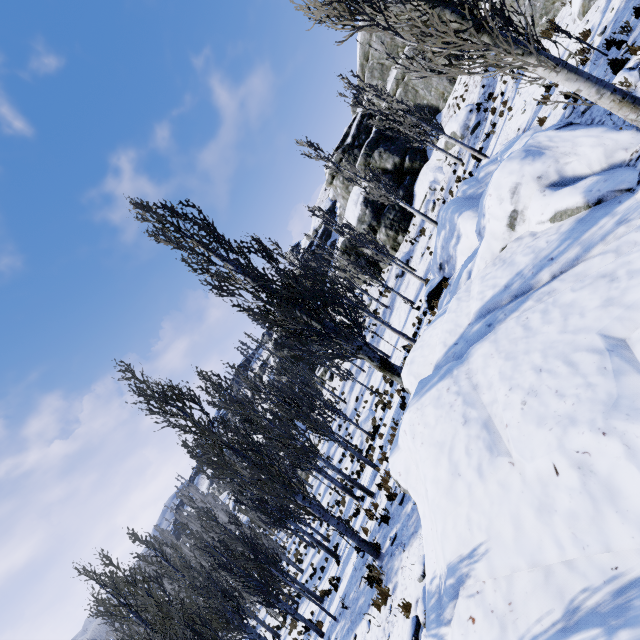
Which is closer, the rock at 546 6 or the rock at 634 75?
the rock at 634 75

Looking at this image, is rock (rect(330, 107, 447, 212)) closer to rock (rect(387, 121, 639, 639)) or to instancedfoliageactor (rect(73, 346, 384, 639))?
instancedfoliageactor (rect(73, 346, 384, 639))

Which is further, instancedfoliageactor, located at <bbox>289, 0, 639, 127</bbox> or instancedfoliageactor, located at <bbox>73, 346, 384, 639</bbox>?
instancedfoliageactor, located at <bbox>73, 346, 384, 639</bbox>

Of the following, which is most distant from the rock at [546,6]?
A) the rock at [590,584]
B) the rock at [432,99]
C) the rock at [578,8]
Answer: the rock at [590,584]

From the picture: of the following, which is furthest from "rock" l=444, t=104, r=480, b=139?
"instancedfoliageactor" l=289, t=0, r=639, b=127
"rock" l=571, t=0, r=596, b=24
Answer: "rock" l=571, t=0, r=596, b=24

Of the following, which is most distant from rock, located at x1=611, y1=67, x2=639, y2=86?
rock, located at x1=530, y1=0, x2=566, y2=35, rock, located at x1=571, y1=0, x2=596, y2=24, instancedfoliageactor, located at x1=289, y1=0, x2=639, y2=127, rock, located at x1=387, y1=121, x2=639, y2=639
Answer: rock, located at x1=571, y1=0, x2=596, y2=24

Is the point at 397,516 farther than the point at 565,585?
Yes

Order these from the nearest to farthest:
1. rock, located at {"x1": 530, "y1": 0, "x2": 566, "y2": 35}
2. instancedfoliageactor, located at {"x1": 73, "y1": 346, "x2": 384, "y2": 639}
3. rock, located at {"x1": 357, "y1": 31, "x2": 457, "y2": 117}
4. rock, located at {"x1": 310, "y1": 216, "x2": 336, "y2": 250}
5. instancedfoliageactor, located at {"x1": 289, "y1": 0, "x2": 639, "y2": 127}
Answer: instancedfoliageactor, located at {"x1": 289, "y1": 0, "x2": 639, "y2": 127} → instancedfoliageactor, located at {"x1": 73, "y1": 346, "x2": 384, "y2": 639} → rock, located at {"x1": 530, "y1": 0, "x2": 566, "y2": 35} → rock, located at {"x1": 357, "y1": 31, "x2": 457, "y2": 117} → rock, located at {"x1": 310, "y1": 216, "x2": 336, "y2": 250}
